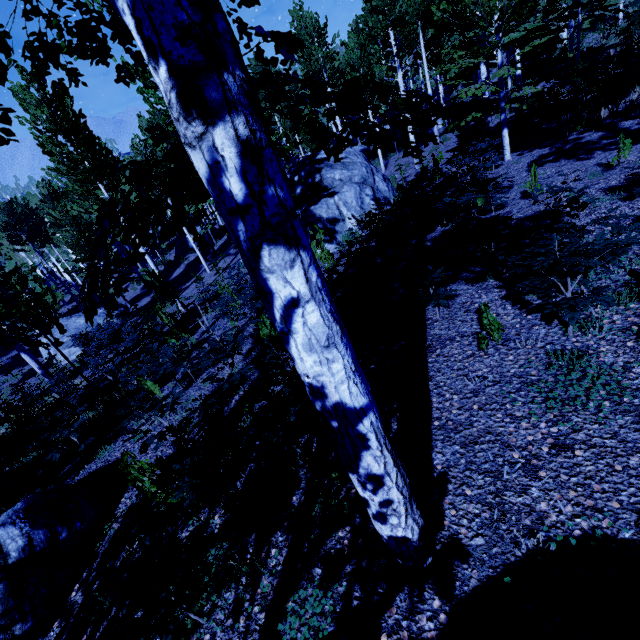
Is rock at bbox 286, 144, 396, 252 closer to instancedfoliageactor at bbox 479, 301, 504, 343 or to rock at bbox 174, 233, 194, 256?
instancedfoliageactor at bbox 479, 301, 504, 343

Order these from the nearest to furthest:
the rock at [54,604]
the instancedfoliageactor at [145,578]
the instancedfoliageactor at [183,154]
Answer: the instancedfoliageactor at [183,154], the instancedfoliageactor at [145,578], the rock at [54,604]

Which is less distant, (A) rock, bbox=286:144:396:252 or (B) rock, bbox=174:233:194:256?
(A) rock, bbox=286:144:396:252

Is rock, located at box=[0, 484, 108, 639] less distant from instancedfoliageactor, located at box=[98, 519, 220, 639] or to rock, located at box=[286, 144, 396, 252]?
instancedfoliageactor, located at box=[98, 519, 220, 639]

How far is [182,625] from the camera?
2.8m

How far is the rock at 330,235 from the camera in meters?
12.6 m

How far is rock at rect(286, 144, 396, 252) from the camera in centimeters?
1261cm

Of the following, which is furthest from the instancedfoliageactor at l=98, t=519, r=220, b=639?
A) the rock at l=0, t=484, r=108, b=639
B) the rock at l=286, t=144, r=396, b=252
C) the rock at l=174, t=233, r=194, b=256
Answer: the rock at l=0, t=484, r=108, b=639
